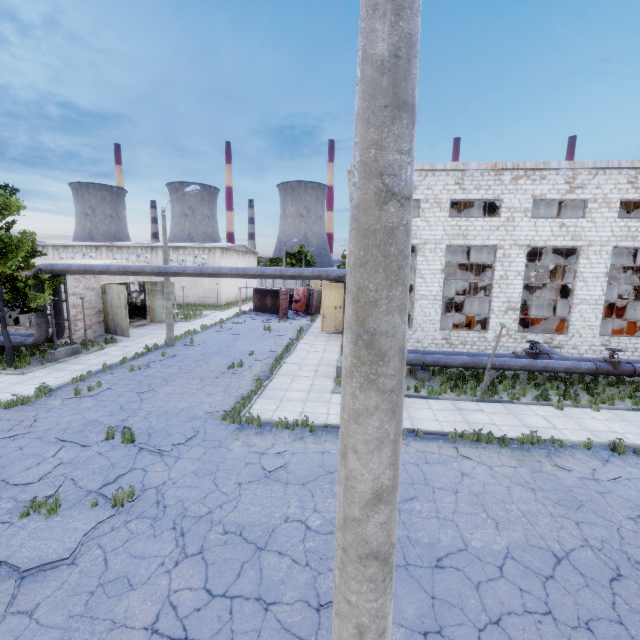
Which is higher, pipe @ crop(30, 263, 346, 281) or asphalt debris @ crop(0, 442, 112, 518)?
pipe @ crop(30, 263, 346, 281)

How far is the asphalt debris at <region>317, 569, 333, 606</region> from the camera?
5.2 meters

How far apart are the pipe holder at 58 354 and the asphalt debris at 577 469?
22.8 meters

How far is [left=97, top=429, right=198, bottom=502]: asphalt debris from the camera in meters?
7.7 m

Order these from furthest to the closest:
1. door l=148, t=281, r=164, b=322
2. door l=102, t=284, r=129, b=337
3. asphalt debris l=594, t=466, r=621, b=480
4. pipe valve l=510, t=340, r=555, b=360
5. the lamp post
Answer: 1. door l=148, t=281, r=164, b=322
2. door l=102, t=284, r=129, b=337
3. pipe valve l=510, t=340, r=555, b=360
4. asphalt debris l=594, t=466, r=621, b=480
5. the lamp post

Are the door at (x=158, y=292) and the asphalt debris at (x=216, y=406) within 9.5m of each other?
no

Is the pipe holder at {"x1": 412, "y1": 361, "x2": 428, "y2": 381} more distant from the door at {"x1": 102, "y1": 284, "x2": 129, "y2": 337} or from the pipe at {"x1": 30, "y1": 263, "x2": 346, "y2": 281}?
the door at {"x1": 102, "y1": 284, "x2": 129, "y2": 337}

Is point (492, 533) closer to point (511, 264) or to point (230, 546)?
point (230, 546)
